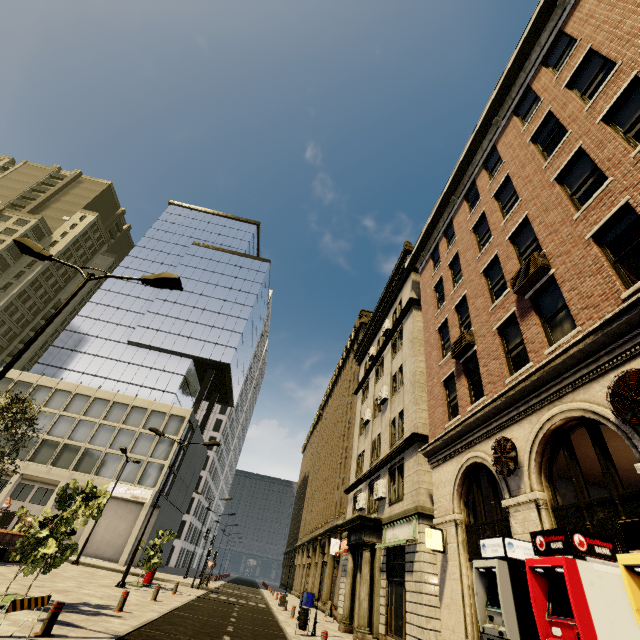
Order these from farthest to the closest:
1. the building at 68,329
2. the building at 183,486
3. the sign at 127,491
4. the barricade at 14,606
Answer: the building at 183,486 → the building at 68,329 → the sign at 127,491 → the barricade at 14,606

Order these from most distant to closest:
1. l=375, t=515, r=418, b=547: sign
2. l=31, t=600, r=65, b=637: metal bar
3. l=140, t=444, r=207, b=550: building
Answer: l=140, t=444, r=207, b=550: building → l=375, t=515, r=418, b=547: sign → l=31, t=600, r=65, b=637: metal bar

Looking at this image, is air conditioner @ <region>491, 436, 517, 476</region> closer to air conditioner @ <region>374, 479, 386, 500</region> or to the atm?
the atm

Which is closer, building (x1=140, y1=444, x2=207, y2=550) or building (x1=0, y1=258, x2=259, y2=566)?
building (x1=0, y1=258, x2=259, y2=566)

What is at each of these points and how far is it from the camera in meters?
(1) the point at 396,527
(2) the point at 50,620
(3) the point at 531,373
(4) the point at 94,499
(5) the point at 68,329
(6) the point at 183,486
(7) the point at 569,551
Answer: (1) sign, 15.5 m
(2) metal bar, 6.9 m
(3) building, 8.6 m
(4) tree, 10.3 m
(5) building, 49.3 m
(6) building, 47.4 m
(7) atm, 5.7 m

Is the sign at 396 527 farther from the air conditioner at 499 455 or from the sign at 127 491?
the sign at 127 491

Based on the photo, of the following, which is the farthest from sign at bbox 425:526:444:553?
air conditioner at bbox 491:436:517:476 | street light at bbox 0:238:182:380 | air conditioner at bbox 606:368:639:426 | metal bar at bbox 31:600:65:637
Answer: street light at bbox 0:238:182:380

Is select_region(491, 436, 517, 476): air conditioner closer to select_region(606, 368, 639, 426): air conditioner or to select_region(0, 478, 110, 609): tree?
select_region(606, 368, 639, 426): air conditioner
